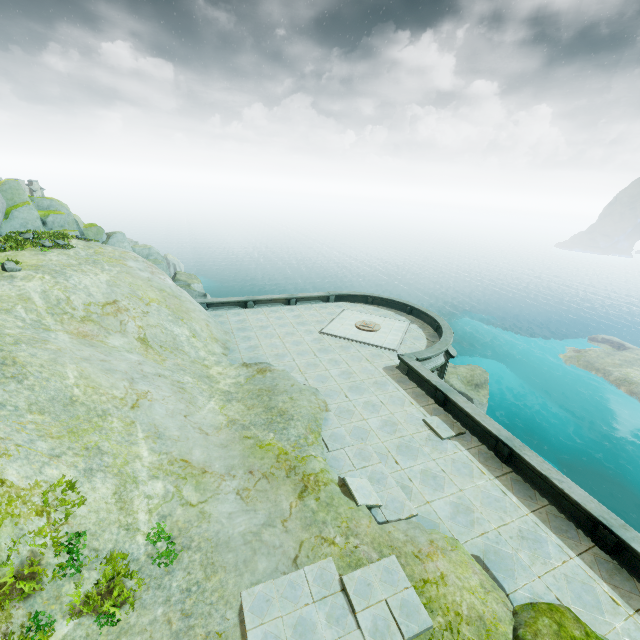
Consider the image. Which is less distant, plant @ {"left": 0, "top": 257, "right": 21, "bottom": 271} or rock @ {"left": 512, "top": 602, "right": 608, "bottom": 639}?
rock @ {"left": 512, "top": 602, "right": 608, "bottom": 639}

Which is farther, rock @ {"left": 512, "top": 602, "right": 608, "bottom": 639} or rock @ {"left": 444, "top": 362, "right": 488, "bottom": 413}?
rock @ {"left": 444, "top": 362, "right": 488, "bottom": 413}

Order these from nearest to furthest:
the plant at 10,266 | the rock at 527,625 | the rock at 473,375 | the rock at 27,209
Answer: the rock at 527,625 → the plant at 10,266 → the rock at 27,209 → the rock at 473,375

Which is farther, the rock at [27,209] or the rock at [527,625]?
the rock at [27,209]

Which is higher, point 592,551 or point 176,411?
point 176,411

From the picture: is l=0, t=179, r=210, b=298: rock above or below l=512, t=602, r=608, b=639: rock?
above
